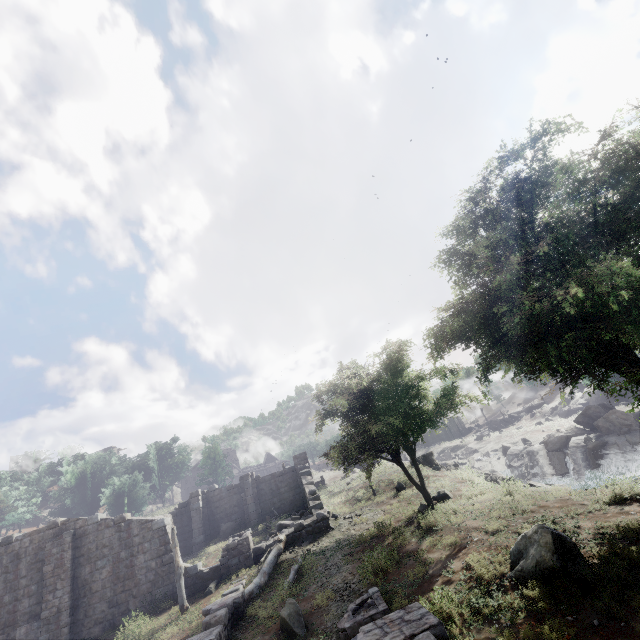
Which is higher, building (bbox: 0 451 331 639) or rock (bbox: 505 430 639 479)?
building (bbox: 0 451 331 639)

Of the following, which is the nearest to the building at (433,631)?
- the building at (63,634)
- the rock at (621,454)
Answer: the building at (63,634)

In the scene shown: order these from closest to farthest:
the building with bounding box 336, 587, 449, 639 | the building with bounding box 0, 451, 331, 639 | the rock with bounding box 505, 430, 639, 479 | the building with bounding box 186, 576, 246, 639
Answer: the building with bounding box 336, 587, 449, 639 < the building with bounding box 186, 576, 246, 639 < the building with bounding box 0, 451, 331, 639 < the rock with bounding box 505, 430, 639, 479

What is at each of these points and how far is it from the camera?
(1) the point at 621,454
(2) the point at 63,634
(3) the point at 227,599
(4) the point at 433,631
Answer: (1) rock, 33.84m
(2) building, 16.00m
(3) building, 13.28m
(4) building, 5.28m

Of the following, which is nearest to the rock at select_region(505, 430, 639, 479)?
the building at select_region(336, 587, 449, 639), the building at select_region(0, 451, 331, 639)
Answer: the building at select_region(0, 451, 331, 639)

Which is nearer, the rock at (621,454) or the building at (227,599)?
the building at (227,599)

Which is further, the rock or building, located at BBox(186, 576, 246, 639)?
the rock

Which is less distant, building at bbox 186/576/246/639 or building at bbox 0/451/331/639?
building at bbox 186/576/246/639
